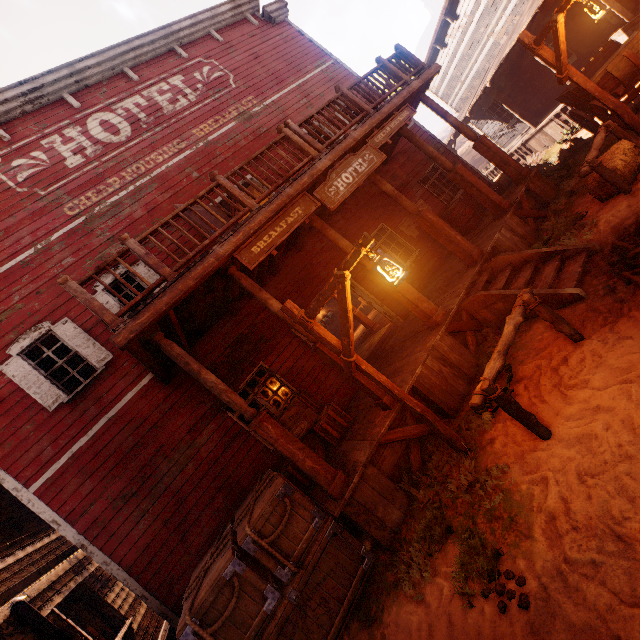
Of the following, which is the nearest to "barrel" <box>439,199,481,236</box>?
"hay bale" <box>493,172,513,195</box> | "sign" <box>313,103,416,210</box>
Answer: "sign" <box>313,103,416,210</box>

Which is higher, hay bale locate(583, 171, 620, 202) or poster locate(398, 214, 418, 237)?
poster locate(398, 214, 418, 237)

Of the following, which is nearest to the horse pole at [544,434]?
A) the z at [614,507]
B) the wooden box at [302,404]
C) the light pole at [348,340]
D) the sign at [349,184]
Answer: the z at [614,507]

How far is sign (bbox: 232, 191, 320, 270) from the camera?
5.15m

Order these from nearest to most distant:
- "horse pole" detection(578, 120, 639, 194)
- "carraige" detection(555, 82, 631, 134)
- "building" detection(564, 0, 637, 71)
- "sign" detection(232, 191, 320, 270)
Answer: "sign" detection(232, 191, 320, 270) < "horse pole" detection(578, 120, 639, 194) < "carraige" detection(555, 82, 631, 134) < "building" detection(564, 0, 637, 71)

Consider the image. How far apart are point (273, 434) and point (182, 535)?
3.6 meters

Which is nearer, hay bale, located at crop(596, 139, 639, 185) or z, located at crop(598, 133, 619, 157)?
hay bale, located at crop(596, 139, 639, 185)

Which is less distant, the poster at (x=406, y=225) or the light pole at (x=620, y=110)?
the light pole at (x=620, y=110)
